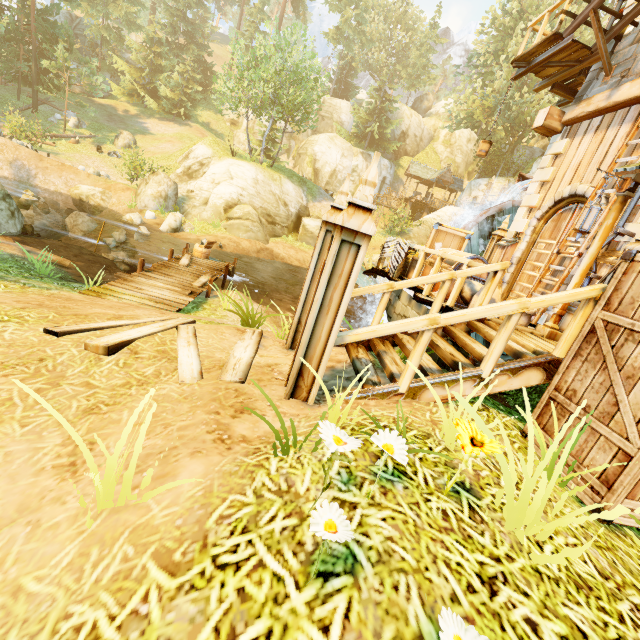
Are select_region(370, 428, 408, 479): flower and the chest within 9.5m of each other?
yes

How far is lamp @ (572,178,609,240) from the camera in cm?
464

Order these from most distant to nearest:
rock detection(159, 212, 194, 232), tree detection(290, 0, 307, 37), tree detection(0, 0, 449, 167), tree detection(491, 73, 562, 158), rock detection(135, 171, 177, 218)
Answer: tree detection(491, 73, 562, 158), tree detection(0, 0, 449, 167), tree detection(290, 0, 307, 37), rock detection(135, 171, 177, 218), rock detection(159, 212, 194, 232)

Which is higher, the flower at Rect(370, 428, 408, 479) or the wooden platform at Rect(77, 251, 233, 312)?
the flower at Rect(370, 428, 408, 479)

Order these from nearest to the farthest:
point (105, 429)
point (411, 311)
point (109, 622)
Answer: point (109, 622), point (105, 429), point (411, 311)

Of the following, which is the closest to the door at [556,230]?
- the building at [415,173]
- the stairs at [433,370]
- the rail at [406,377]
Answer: the stairs at [433,370]

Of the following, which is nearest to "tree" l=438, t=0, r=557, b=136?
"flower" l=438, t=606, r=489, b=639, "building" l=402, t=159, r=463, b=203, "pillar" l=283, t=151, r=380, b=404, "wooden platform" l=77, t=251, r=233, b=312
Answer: "building" l=402, t=159, r=463, b=203

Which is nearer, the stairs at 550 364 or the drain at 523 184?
the stairs at 550 364
